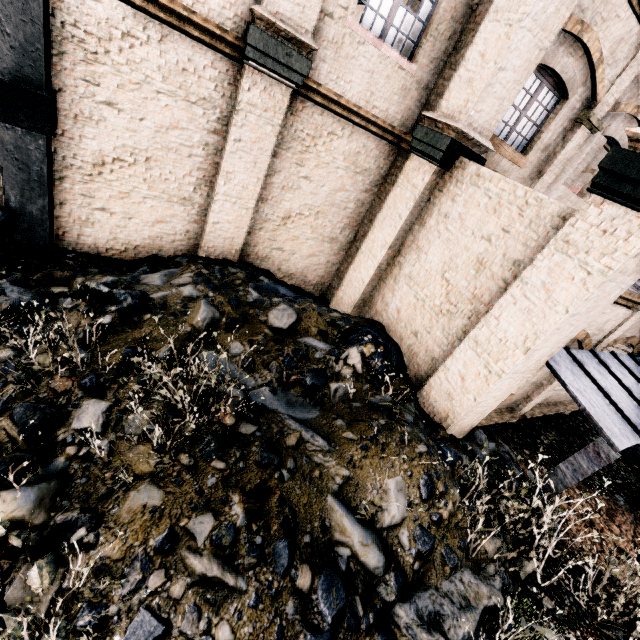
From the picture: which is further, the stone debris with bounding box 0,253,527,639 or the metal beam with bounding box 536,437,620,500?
the metal beam with bounding box 536,437,620,500

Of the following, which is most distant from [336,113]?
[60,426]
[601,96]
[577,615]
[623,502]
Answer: [623,502]

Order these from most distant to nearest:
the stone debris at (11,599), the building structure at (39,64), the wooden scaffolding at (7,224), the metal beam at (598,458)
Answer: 1. the wooden scaffolding at (7,224)
2. the metal beam at (598,458)
3. the building structure at (39,64)
4. the stone debris at (11,599)

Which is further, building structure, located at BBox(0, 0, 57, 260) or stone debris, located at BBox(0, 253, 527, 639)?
building structure, located at BBox(0, 0, 57, 260)

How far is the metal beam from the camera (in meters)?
5.71

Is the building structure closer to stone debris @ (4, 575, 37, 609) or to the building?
the building

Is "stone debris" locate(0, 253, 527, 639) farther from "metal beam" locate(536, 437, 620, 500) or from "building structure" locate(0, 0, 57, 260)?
"building structure" locate(0, 0, 57, 260)

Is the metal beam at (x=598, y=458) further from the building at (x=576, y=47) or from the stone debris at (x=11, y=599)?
the building at (x=576, y=47)
